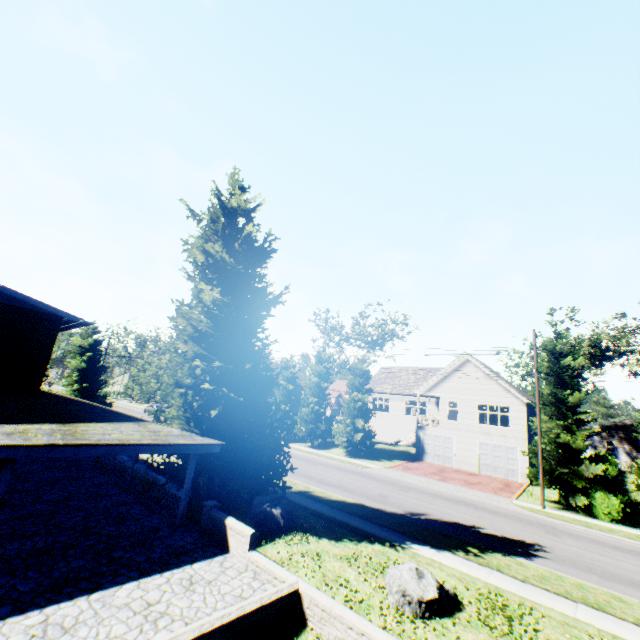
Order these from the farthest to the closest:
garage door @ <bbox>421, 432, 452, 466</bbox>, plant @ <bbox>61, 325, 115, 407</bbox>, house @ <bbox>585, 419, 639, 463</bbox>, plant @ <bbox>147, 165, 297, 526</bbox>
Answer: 1. house @ <bbox>585, 419, 639, 463</bbox>
2. garage door @ <bbox>421, 432, 452, 466</bbox>
3. plant @ <bbox>61, 325, 115, 407</bbox>
4. plant @ <bbox>147, 165, 297, 526</bbox>

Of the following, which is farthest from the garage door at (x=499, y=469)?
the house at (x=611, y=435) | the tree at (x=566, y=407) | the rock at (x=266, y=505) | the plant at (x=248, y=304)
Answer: the house at (x=611, y=435)

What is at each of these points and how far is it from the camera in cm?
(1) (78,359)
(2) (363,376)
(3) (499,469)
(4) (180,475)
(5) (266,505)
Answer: (1) plant, 2991
(2) tree, 3506
(3) garage door, 2867
(4) plant, 1245
(5) rock, 1255

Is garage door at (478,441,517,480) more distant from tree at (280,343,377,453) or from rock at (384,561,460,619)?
rock at (384,561,460,619)

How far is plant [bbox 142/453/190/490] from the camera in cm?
1209

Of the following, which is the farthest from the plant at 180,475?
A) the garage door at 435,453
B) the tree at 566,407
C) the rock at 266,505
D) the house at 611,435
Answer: the house at 611,435
